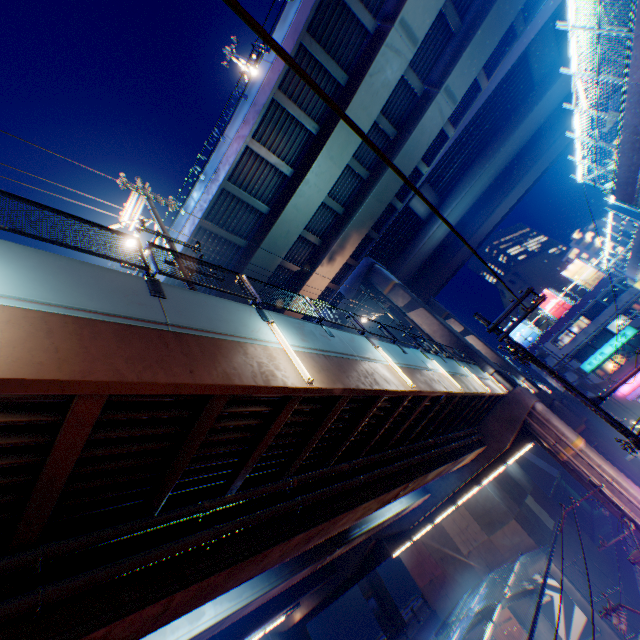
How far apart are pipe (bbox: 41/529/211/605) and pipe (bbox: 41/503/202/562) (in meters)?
0.27

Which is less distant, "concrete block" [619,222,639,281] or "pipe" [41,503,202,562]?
"pipe" [41,503,202,562]

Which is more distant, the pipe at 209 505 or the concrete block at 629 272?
the concrete block at 629 272

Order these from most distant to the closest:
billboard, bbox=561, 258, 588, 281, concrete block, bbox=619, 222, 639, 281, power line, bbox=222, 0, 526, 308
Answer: billboard, bbox=561, 258, 588, 281, concrete block, bbox=619, 222, 639, 281, power line, bbox=222, 0, 526, 308

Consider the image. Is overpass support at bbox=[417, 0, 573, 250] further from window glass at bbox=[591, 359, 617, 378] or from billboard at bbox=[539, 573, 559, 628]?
billboard at bbox=[539, 573, 559, 628]

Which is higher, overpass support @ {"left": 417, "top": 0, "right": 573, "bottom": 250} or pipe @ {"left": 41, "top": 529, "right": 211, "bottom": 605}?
overpass support @ {"left": 417, "top": 0, "right": 573, "bottom": 250}

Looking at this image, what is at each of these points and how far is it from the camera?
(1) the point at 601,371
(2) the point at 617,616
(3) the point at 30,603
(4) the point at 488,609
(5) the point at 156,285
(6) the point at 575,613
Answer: (1) window glass, 43.34m
(2) electric pole, 13.56m
(3) pipe, 4.13m
(4) canopy, 20.98m
(5) metal fence, 5.79m
(6) billboard, 23.97m

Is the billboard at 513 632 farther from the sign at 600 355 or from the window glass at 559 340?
the window glass at 559 340
